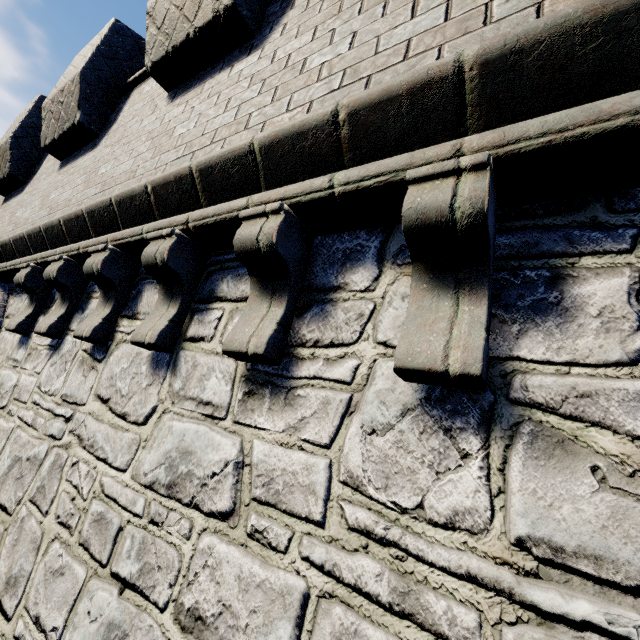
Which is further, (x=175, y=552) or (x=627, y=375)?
(x=175, y=552)
